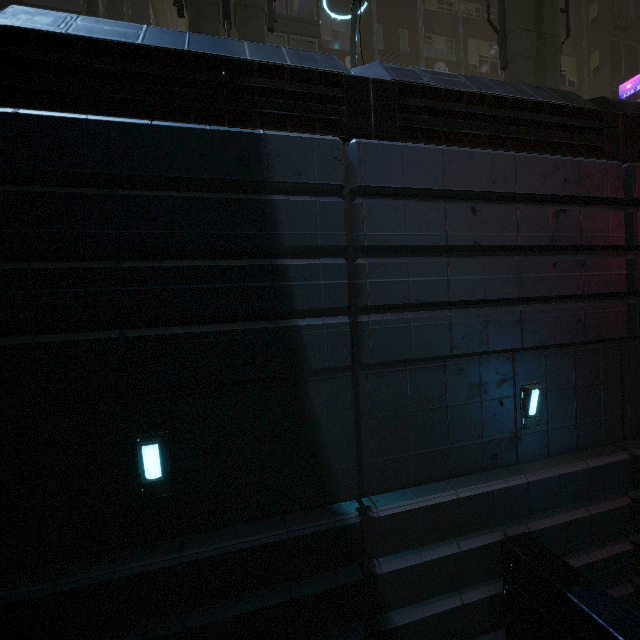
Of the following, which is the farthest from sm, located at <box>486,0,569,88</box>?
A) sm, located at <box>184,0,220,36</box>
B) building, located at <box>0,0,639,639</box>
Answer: sm, located at <box>184,0,220,36</box>

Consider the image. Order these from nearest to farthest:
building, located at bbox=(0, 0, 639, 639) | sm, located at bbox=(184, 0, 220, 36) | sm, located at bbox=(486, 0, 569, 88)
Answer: building, located at bbox=(0, 0, 639, 639), sm, located at bbox=(184, 0, 220, 36), sm, located at bbox=(486, 0, 569, 88)

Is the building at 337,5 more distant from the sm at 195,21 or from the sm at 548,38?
the sm at 195,21

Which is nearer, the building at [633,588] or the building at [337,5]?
the building at [633,588]

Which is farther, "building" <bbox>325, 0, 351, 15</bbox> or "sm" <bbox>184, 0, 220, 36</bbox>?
"building" <bbox>325, 0, 351, 15</bbox>

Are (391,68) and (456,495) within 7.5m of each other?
no
